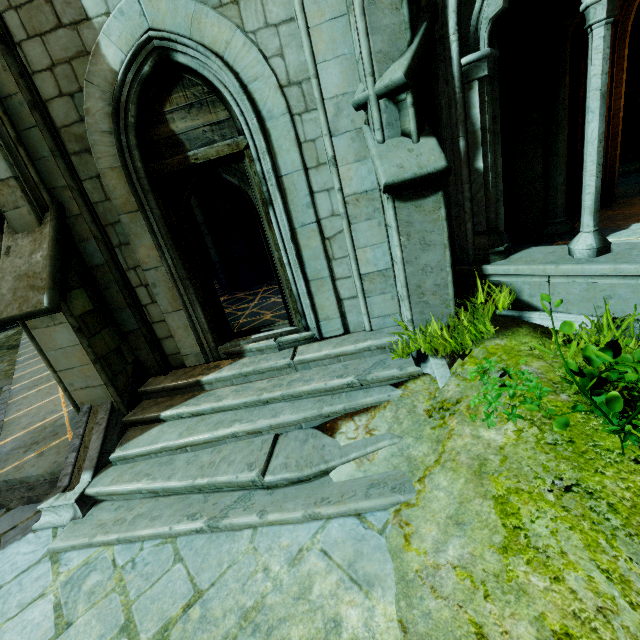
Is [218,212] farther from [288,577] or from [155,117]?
[288,577]

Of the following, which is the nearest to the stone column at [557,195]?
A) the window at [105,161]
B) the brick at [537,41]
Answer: the brick at [537,41]

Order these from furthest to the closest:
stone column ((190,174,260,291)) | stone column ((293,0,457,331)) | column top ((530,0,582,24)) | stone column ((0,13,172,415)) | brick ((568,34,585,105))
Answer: stone column ((190,174,260,291)) → brick ((568,34,585,105)) → column top ((530,0,582,24)) → stone column ((0,13,172,415)) → stone column ((293,0,457,331))

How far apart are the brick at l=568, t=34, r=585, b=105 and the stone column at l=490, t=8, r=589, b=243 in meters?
1.4

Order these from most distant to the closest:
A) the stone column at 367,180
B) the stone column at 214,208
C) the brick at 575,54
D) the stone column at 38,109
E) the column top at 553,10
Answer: the stone column at 214,208, the brick at 575,54, the column top at 553,10, the stone column at 38,109, the stone column at 367,180

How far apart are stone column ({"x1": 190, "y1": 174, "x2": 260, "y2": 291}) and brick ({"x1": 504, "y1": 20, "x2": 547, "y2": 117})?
6.2m

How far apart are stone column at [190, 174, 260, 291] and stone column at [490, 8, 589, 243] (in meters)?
5.76

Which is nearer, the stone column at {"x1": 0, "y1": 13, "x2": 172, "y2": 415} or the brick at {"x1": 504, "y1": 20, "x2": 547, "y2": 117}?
the stone column at {"x1": 0, "y1": 13, "x2": 172, "y2": 415}
